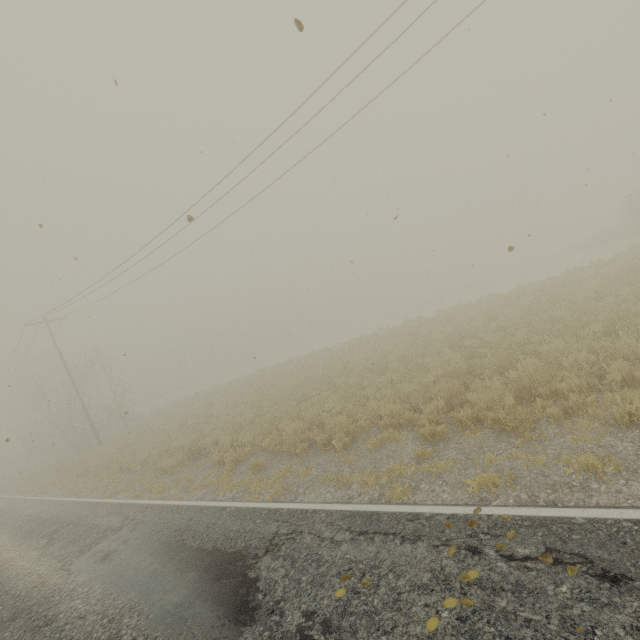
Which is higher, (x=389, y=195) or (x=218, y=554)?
(x=389, y=195)
